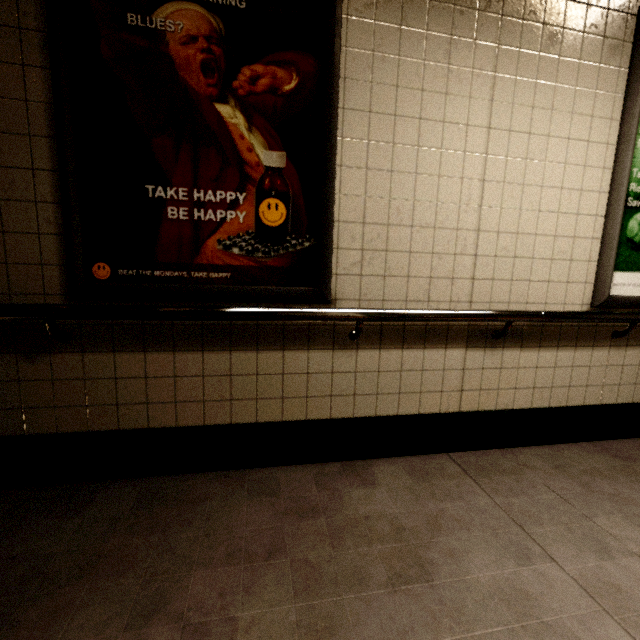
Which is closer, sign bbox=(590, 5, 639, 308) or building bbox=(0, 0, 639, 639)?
building bbox=(0, 0, 639, 639)

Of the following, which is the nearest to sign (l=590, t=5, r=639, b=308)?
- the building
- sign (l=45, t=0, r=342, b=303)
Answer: the building

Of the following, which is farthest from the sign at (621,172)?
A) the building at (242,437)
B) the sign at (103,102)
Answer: the sign at (103,102)

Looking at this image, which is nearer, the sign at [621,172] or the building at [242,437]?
the building at [242,437]

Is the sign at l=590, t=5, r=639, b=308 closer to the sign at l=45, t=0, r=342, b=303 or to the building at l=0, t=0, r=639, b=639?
the building at l=0, t=0, r=639, b=639

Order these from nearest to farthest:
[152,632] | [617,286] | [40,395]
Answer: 1. [152,632]
2. [40,395]
3. [617,286]
